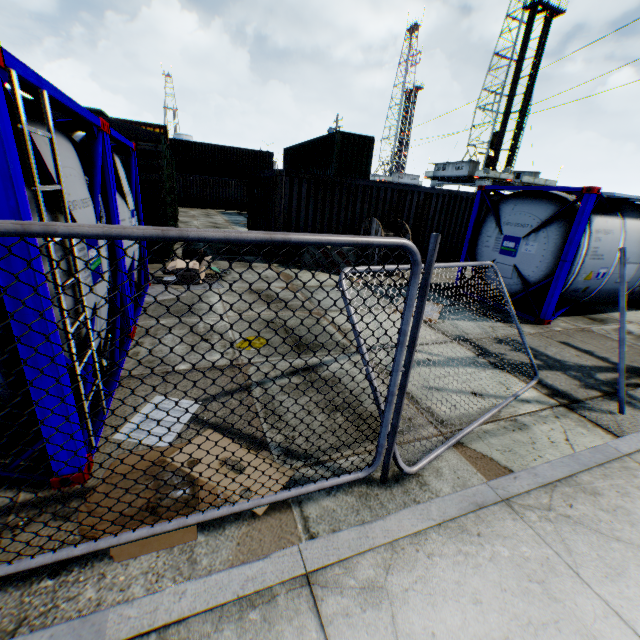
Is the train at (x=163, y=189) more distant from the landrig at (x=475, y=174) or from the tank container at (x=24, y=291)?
the landrig at (x=475, y=174)

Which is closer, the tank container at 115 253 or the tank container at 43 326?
the tank container at 43 326

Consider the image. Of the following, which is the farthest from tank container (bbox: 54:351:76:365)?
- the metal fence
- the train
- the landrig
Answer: the landrig

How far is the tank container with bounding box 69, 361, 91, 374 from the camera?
2.5m

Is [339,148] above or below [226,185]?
above

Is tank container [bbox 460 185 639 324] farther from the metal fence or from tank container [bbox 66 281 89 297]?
tank container [bbox 66 281 89 297]

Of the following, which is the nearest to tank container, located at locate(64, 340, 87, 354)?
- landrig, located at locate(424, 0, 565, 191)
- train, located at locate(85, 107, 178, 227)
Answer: train, located at locate(85, 107, 178, 227)
